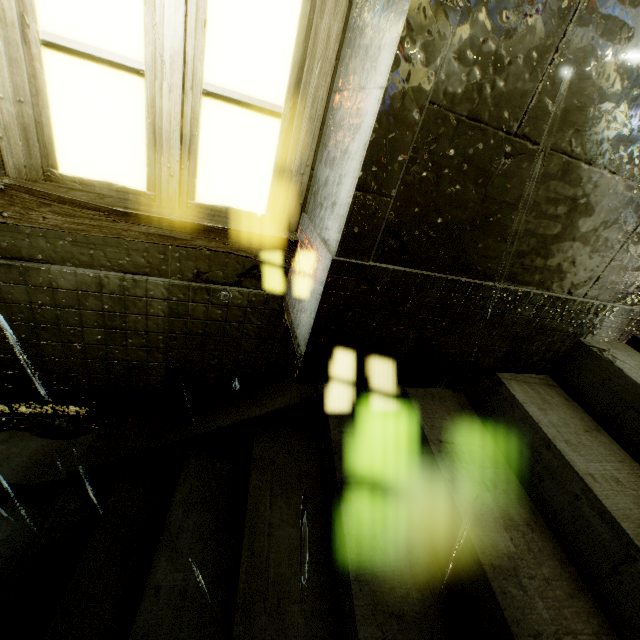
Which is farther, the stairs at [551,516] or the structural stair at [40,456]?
the structural stair at [40,456]

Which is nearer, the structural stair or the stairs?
the stairs

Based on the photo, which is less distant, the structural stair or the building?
the building

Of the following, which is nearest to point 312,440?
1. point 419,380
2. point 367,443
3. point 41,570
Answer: point 367,443

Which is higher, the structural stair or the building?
the building

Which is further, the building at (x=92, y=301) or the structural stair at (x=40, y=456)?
the structural stair at (x=40, y=456)
